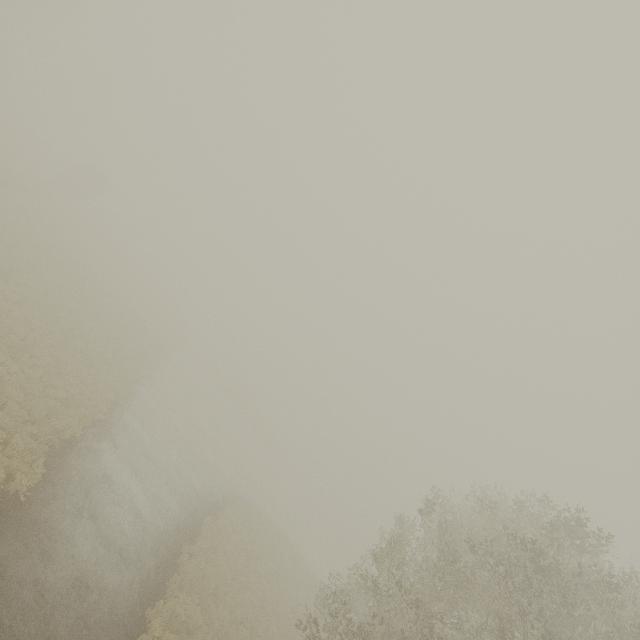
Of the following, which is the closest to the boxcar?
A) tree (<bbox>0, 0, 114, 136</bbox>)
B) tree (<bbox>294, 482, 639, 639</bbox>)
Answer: tree (<bbox>0, 0, 114, 136</bbox>)

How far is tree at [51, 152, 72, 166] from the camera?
56.1m

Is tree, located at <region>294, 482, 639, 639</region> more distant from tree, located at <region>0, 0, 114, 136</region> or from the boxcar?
the boxcar

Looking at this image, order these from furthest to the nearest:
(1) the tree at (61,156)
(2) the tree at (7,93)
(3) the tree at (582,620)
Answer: (1) the tree at (61,156)
(2) the tree at (7,93)
(3) the tree at (582,620)

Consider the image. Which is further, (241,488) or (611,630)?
(241,488)

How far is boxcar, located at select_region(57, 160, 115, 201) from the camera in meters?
41.6 m

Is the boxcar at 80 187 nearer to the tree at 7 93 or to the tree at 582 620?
the tree at 7 93

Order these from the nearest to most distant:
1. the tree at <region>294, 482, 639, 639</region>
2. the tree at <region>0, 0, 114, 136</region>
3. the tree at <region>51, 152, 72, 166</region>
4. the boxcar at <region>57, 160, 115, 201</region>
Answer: the tree at <region>294, 482, 639, 639</region> → the tree at <region>0, 0, 114, 136</region> → the boxcar at <region>57, 160, 115, 201</region> → the tree at <region>51, 152, 72, 166</region>
